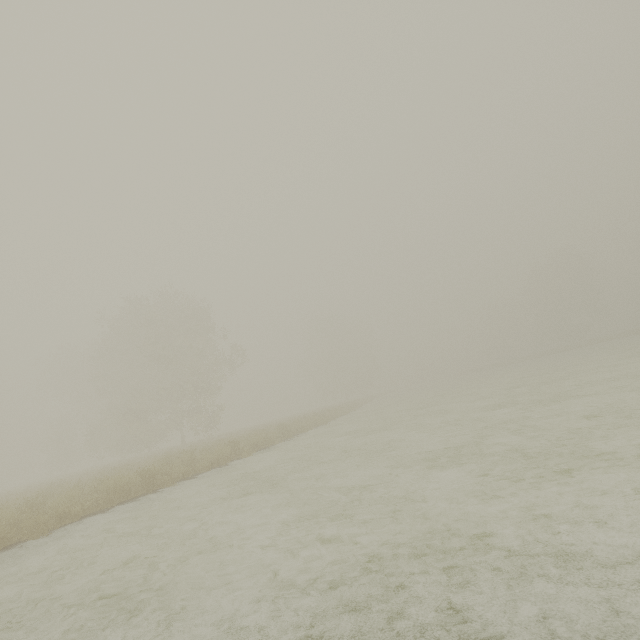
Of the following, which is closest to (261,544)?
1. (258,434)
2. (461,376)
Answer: (258,434)
